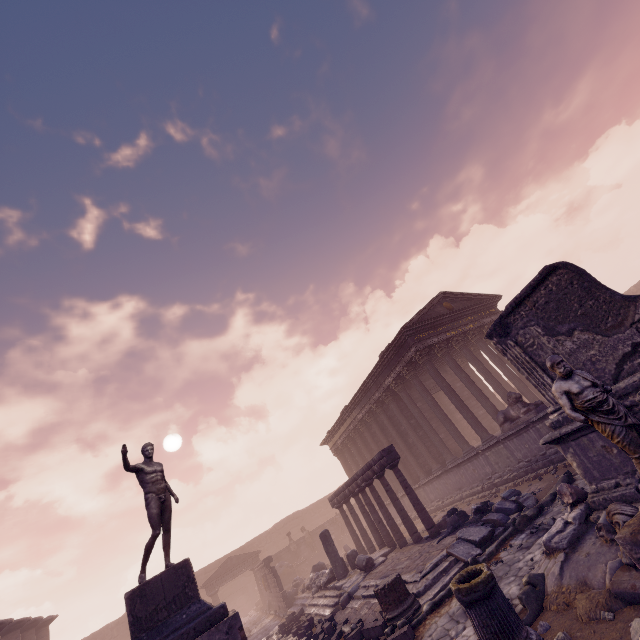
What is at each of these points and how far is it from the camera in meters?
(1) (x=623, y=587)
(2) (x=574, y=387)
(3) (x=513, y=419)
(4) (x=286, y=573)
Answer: (1) sculpture, 3.8 m
(2) sculpture, 4.0 m
(3) sculpture, 12.4 m
(4) building debris, 22.8 m

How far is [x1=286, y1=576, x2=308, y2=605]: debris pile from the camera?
17.2m

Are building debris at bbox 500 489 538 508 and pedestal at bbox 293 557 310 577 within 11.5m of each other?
no

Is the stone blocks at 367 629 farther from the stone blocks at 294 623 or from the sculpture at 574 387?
the sculpture at 574 387

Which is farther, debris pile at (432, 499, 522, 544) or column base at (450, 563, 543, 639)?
debris pile at (432, 499, 522, 544)

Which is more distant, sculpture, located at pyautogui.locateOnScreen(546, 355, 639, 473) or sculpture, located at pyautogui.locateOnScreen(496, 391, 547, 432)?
sculpture, located at pyautogui.locateOnScreen(496, 391, 547, 432)

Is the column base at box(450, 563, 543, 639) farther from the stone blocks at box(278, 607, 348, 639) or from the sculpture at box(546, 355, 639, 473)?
the stone blocks at box(278, 607, 348, 639)

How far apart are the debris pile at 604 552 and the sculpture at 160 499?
6.72m
